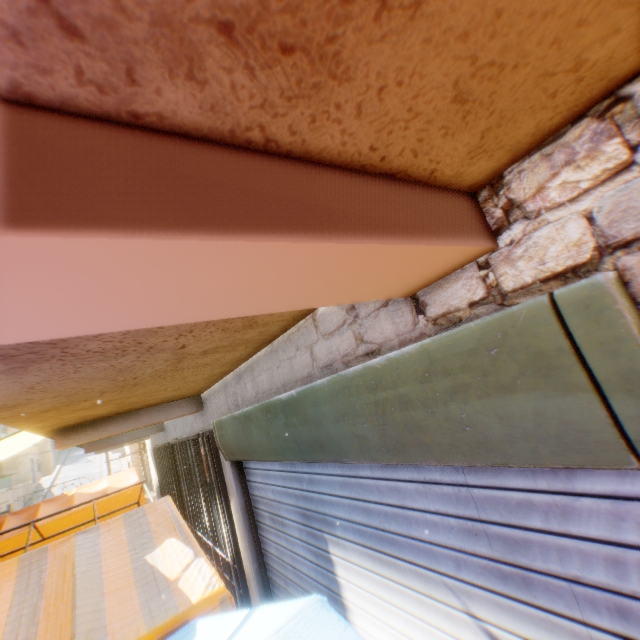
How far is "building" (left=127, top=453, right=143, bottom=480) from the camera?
21.5m

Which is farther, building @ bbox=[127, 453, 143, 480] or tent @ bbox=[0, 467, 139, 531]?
building @ bbox=[127, 453, 143, 480]

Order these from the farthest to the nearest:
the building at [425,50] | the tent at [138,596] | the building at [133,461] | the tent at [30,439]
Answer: the building at [133,461], the tent at [30,439], the tent at [138,596], the building at [425,50]

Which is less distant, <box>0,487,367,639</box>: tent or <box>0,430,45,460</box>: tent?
<box>0,487,367,639</box>: tent

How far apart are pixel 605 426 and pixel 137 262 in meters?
0.9

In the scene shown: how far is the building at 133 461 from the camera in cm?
2151

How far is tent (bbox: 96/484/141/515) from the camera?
7.7m
